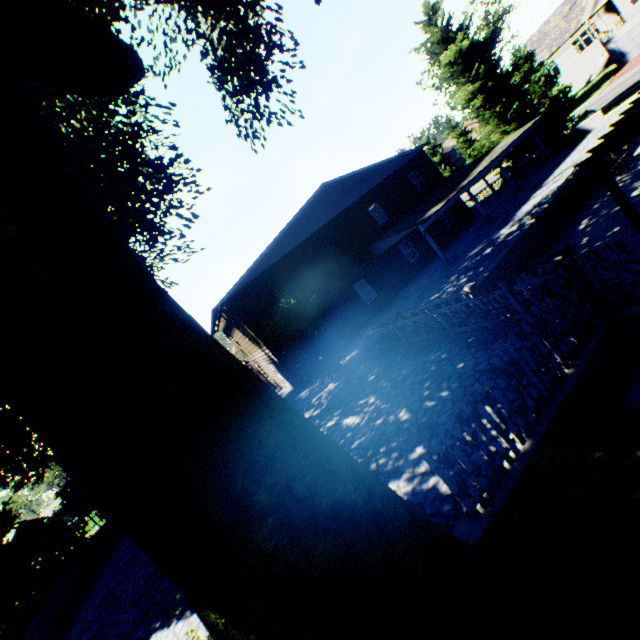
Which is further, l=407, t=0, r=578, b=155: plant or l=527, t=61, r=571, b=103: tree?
l=527, t=61, r=571, b=103: tree

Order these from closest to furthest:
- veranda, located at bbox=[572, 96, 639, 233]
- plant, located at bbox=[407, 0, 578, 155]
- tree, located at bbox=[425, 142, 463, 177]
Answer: veranda, located at bbox=[572, 96, 639, 233] → plant, located at bbox=[407, 0, 578, 155] → tree, located at bbox=[425, 142, 463, 177]

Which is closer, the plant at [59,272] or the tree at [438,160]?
the plant at [59,272]

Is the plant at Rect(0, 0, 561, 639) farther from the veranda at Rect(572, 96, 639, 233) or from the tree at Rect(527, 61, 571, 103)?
the veranda at Rect(572, 96, 639, 233)

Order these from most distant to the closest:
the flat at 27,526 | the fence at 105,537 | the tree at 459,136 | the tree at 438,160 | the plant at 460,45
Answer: the tree at 438,160, the tree at 459,136, the flat at 27,526, the plant at 460,45, the fence at 105,537

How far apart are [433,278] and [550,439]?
15.08m

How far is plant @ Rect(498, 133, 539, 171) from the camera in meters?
24.6 m
